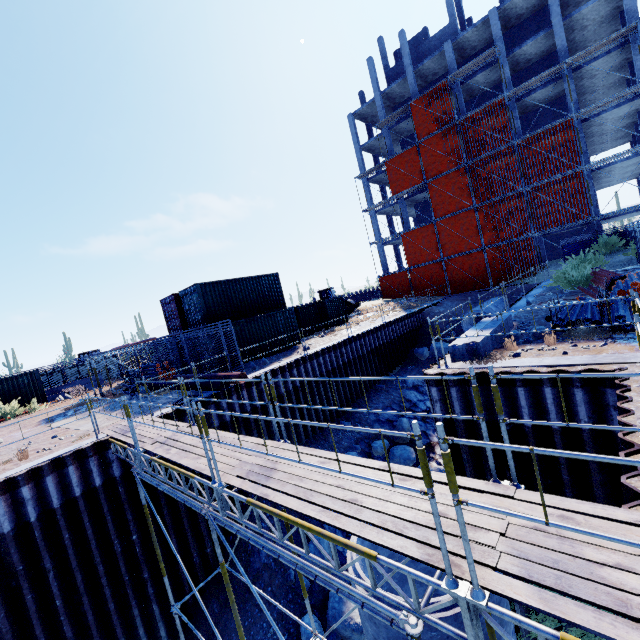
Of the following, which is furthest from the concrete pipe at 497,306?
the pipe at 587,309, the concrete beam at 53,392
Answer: the concrete beam at 53,392

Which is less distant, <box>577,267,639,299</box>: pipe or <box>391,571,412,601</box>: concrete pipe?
<box>391,571,412,601</box>: concrete pipe

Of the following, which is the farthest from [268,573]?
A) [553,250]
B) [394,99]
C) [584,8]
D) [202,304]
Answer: [394,99]

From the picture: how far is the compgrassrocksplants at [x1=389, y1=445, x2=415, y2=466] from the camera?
14.9m

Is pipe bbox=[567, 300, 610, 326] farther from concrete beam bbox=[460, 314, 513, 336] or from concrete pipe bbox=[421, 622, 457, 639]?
concrete pipe bbox=[421, 622, 457, 639]

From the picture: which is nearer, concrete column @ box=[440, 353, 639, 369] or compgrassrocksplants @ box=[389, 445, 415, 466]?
concrete column @ box=[440, 353, 639, 369]

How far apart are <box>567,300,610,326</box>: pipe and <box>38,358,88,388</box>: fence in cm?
3253

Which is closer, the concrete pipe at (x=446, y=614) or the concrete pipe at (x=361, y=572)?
the concrete pipe at (x=446, y=614)
